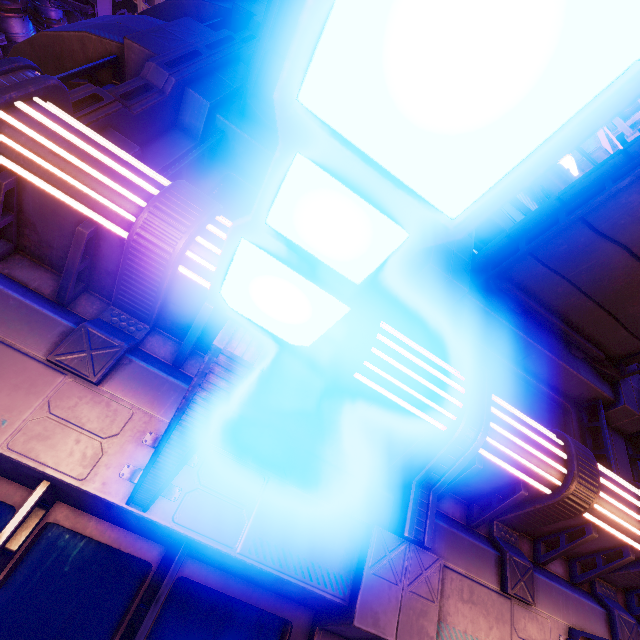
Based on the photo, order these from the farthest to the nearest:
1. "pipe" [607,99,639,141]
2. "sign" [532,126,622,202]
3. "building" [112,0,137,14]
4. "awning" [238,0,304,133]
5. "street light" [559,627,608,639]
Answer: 1. "building" [112,0,137,14]
2. "pipe" [607,99,639,141]
3. "sign" [532,126,622,202]
4. "awning" [238,0,304,133]
5. "street light" [559,627,608,639]

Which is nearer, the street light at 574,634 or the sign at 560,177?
the street light at 574,634

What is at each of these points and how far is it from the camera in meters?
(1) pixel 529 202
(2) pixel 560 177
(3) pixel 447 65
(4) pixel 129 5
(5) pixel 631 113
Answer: (1) sign, 8.4
(2) sign, 8.1
(3) street light, 0.3
(4) building, 54.5
(5) pipe, 12.3

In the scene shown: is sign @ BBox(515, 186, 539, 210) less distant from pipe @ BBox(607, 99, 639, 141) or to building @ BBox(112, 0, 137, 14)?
pipe @ BBox(607, 99, 639, 141)

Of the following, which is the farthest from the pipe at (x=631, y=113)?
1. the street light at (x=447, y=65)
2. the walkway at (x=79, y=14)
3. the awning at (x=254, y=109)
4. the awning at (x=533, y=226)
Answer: the street light at (x=447, y=65)

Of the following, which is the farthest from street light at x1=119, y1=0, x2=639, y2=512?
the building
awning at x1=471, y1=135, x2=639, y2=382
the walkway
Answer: the building

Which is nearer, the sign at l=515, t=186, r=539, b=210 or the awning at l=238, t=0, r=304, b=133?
the awning at l=238, t=0, r=304, b=133

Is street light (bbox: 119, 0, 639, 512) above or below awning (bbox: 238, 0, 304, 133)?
below
